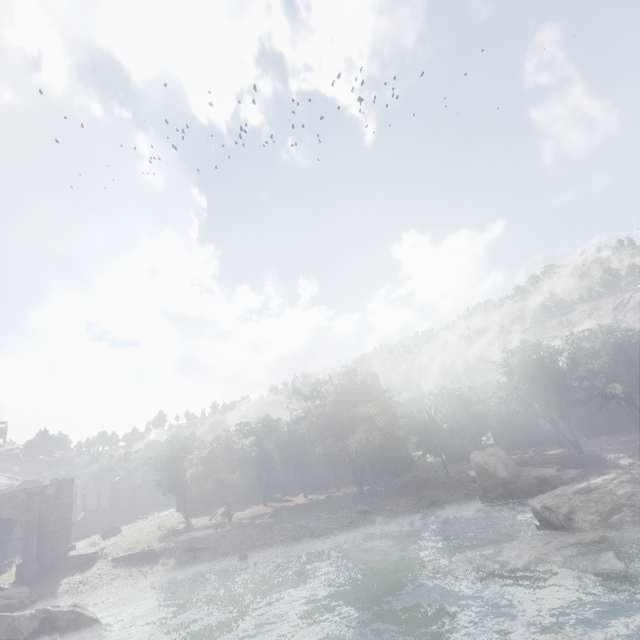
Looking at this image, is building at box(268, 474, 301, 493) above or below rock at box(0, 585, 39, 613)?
above

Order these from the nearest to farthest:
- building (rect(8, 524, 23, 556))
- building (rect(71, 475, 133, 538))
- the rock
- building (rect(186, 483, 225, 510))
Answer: the rock → building (rect(8, 524, 23, 556)) → building (rect(71, 475, 133, 538)) → building (rect(186, 483, 225, 510))

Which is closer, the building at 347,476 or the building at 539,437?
the building at 539,437

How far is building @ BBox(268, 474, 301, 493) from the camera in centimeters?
4266cm

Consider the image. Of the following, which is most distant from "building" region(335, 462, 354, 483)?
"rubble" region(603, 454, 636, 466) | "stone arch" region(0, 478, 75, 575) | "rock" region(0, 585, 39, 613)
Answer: "rock" region(0, 585, 39, 613)

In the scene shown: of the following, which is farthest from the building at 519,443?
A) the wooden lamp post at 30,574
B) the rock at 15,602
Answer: the rock at 15,602

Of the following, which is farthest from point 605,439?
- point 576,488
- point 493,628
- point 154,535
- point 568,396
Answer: point 154,535

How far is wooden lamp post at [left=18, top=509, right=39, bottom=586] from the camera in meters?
23.2
